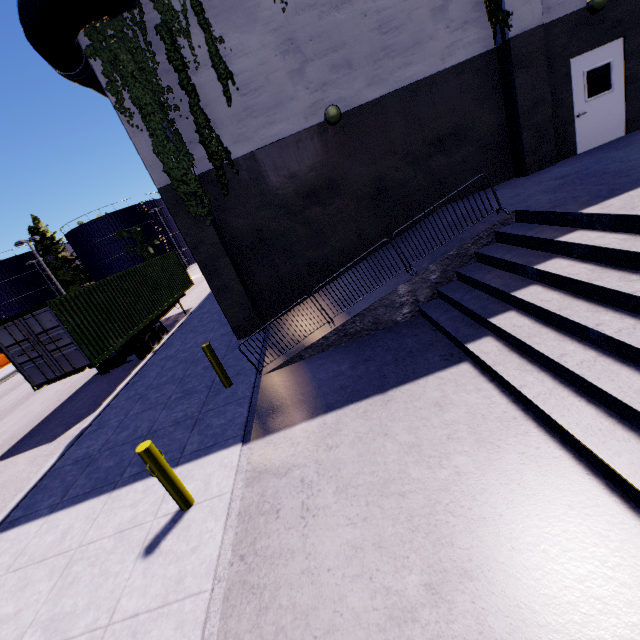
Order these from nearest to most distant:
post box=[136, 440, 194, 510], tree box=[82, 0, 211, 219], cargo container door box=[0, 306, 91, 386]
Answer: post box=[136, 440, 194, 510]
tree box=[82, 0, 211, 219]
cargo container door box=[0, 306, 91, 386]

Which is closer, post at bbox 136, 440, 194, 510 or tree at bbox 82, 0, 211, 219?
post at bbox 136, 440, 194, 510

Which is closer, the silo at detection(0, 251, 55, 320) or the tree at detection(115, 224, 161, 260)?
the tree at detection(115, 224, 161, 260)

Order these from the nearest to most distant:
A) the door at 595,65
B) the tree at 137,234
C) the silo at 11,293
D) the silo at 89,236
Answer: the door at 595,65
the silo at 89,236
the tree at 137,234
the silo at 11,293

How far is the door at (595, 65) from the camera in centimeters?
877cm

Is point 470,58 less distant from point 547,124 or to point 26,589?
point 547,124

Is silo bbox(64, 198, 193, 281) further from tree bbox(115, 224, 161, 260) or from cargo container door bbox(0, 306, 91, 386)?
cargo container door bbox(0, 306, 91, 386)

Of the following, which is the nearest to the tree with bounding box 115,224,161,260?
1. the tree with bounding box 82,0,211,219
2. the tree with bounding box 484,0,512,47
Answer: the tree with bounding box 82,0,211,219
